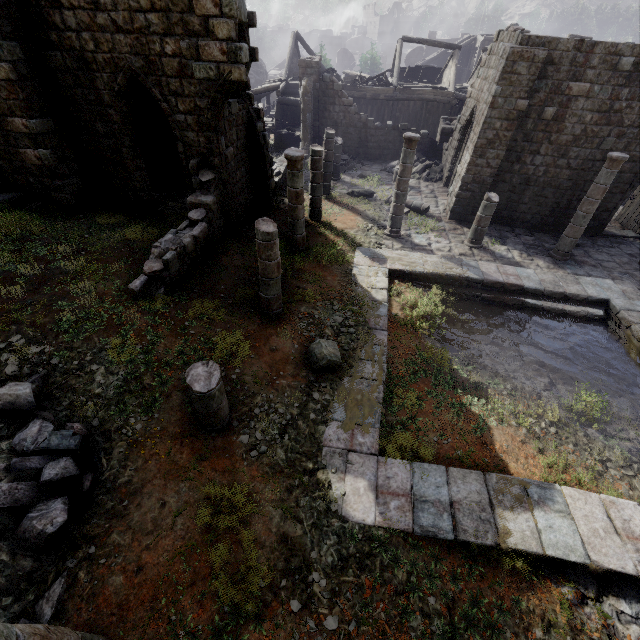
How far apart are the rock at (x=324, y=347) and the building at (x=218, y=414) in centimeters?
207cm

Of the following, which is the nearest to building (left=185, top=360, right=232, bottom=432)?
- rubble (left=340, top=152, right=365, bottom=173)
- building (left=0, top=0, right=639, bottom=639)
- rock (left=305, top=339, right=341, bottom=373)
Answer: rock (left=305, top=339, right=341, bottom=373)

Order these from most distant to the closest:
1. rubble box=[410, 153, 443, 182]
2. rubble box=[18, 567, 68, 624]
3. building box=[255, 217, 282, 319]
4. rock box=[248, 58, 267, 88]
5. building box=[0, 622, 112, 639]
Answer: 1. rock box=[248, 58, 267, 88]
2. rubble box=[410, 153, 443, 182]
3. building box=[255, 217, 282, 319]
4. rubble box=[18, 567, 68, 624]
5. building box=[0, 622, 112, 639]

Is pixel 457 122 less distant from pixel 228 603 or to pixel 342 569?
pixel 342 569

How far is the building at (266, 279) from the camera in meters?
7.2

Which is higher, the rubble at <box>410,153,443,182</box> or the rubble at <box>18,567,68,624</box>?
A: the rubble at <box>18,567,68,624</box>

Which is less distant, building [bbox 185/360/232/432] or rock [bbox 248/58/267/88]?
building [bbox 185/360/232/432]

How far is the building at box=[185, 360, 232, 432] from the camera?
5.41m
